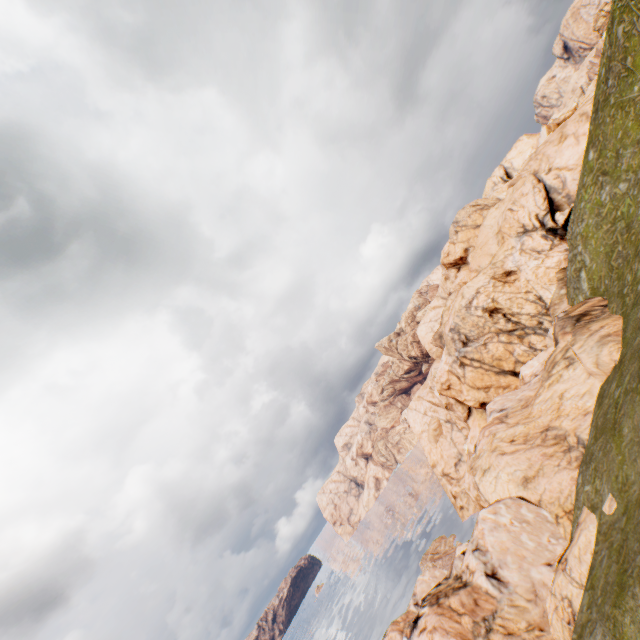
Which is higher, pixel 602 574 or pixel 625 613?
pixel 625 613
